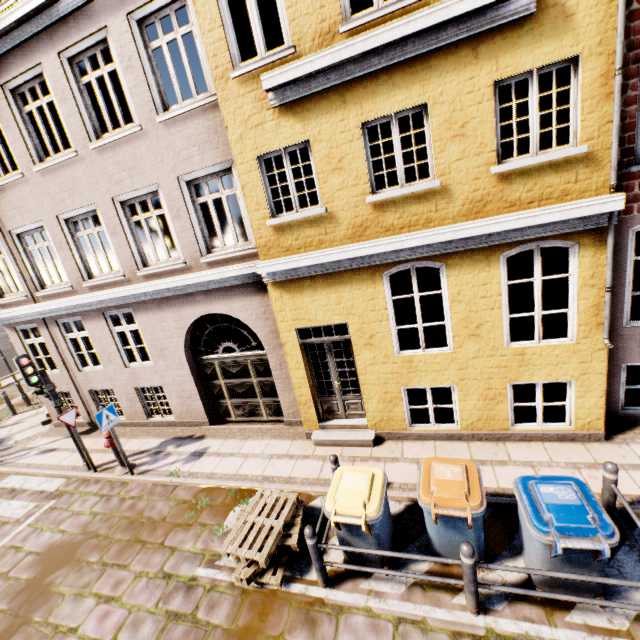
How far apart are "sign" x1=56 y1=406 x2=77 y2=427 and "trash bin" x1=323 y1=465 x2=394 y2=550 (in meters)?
7.01

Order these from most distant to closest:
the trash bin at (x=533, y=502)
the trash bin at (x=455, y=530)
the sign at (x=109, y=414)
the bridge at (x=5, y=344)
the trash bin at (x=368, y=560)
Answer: the bridge at (x=5, y=344) < the sign at (x=109, y=414) < the trash bin at (x=368, y=560) < the trash bin at (x=455, y=530) < the trash bin at (x=533, y=502)

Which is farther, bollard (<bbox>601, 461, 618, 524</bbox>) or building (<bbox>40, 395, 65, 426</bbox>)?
building (<bbox>40, 395, 65, 426</bbox>)

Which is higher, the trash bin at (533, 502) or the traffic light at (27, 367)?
the traffic light at (27, 367)

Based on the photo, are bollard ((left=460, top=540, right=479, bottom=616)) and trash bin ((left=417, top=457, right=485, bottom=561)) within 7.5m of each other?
yes

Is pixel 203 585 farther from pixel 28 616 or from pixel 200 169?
pixel 200 169

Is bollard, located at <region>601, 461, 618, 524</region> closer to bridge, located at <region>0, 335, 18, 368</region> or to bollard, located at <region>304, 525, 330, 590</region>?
bollard, located at <region>304, 525, 330, 590</region>

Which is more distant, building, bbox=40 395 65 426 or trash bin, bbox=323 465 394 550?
building, bbox=40 395 65 426
